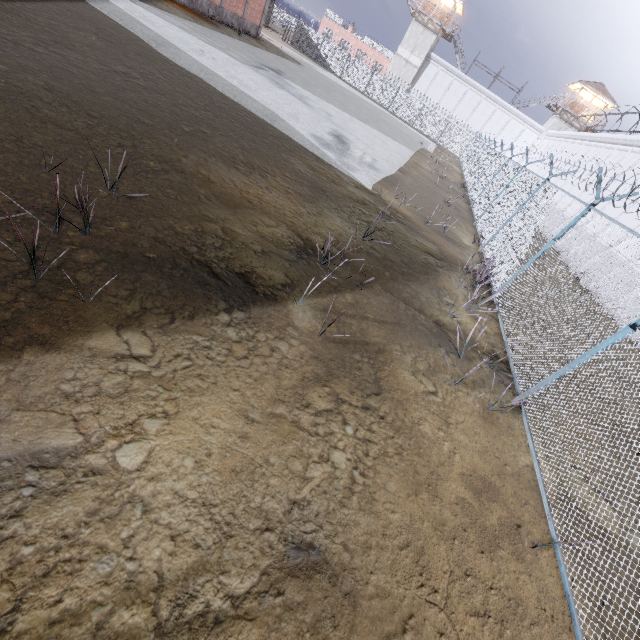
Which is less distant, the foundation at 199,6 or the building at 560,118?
the foundation at 199,6

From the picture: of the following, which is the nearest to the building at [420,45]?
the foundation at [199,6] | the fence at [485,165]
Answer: the fence at [485,165]

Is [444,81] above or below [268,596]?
above

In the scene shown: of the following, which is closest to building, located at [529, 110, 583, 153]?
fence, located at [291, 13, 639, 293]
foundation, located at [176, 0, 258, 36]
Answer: fence, located at [291, 13, 639, 293]

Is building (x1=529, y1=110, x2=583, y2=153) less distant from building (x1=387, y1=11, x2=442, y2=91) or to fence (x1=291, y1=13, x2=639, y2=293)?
fence (x1=291, y1=13, x2=639, y2=293)

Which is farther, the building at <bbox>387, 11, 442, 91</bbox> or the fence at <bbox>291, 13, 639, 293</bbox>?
the building at <bbox>387, 11, 442, 91</bbox>

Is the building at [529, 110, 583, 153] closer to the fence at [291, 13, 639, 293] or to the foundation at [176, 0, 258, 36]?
the fence at [291, 13, 639, 293]

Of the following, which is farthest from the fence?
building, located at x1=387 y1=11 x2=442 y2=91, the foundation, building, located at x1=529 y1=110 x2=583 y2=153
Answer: the foundation
